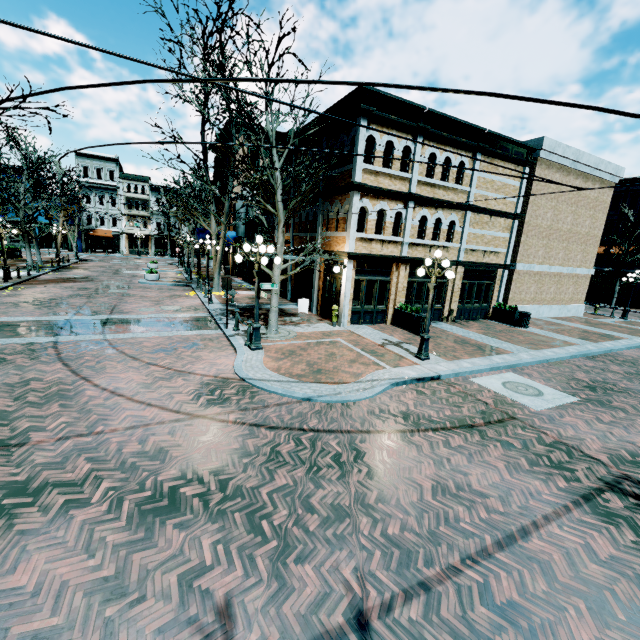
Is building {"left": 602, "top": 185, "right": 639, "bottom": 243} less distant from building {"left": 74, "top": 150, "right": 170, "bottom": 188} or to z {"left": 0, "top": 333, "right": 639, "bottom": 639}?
z {"left": 0, "top": 333, "right": 639, "bottom": 639}

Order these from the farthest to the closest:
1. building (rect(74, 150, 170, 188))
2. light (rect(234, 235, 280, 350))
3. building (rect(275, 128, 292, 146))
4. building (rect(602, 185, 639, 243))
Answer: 1. building (rect(74, 150, 170, 188))
2. building (rect(602, 185, 639, 243))
3. building (rect(275, 128, 292, 146))
4. light (rect(234, 235, 280, 350))

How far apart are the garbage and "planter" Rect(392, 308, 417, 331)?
6.8 meters

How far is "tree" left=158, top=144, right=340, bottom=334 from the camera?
10.9 meters

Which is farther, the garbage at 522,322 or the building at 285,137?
the building at 285,137

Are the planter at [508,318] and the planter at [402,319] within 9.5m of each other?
yes

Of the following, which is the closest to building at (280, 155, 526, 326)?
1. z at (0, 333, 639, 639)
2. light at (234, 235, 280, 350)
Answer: z at (0, 333, 639, 639)

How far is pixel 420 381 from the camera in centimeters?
939cm
